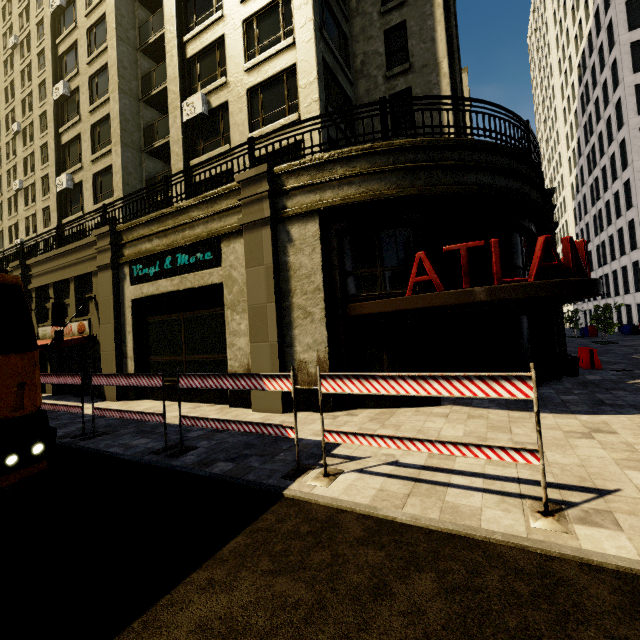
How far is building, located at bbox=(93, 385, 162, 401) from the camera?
12.3m

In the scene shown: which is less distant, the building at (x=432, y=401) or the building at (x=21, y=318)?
the building at (x=432, y=401)

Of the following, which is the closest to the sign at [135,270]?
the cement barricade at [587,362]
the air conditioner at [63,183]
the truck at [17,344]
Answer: the truck at [17,344]

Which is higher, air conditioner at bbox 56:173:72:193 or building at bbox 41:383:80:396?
air conditioner at bbox 56:173:72:193

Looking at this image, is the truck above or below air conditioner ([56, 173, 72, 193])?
below

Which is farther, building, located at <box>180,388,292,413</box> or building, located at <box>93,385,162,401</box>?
building, located at <box>93,385,162,401</box>

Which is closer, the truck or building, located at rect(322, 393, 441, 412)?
the truck

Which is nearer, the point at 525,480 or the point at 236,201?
the point at 525,480
